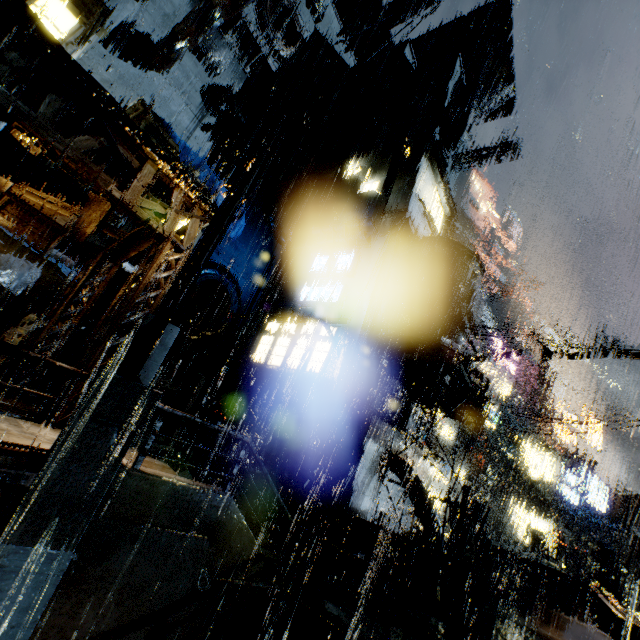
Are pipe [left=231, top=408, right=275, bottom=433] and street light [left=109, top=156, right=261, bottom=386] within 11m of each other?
yes

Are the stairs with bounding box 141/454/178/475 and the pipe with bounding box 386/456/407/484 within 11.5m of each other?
yes

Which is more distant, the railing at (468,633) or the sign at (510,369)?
the sign at (510,369)

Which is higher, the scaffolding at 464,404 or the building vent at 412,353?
the building vent at 412,353

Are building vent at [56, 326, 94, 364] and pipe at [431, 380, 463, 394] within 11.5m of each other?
no

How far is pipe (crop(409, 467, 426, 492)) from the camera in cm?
1480

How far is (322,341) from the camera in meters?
19.4 m

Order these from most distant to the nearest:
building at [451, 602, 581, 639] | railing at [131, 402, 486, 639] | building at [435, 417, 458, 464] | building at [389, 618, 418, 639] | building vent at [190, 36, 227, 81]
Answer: building at [435, 417, 458, 464] < building vent at [190, 36, 227, 81] < building at [451, 602, 581, 639] < building at [389, 618, 418, 639] < railing at [131, 402, 486, 639]
